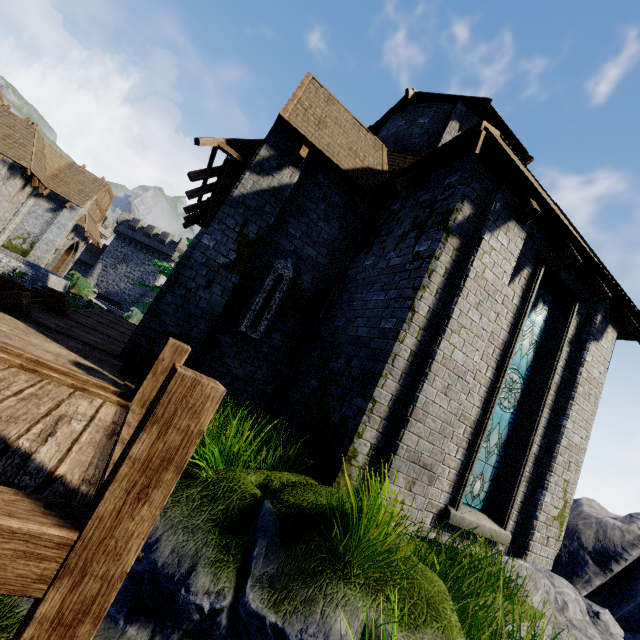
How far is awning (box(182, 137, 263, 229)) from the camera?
6.6m

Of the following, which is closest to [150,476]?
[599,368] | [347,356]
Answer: [347,356]

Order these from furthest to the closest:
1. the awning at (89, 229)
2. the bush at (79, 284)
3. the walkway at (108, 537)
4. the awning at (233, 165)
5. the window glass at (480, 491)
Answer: the awning at (89, 229) < the bush at (79, 284) < the awning at (233, 165) < the window glass at (480, 491) < the walkway at (108, 537)

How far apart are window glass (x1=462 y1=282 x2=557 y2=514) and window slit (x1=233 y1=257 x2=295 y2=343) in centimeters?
452cm

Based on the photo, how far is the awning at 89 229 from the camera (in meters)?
25.22

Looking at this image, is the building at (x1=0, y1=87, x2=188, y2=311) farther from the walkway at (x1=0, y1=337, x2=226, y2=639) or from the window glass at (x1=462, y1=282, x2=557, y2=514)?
the window glass at (x1=462, y1=282, x2=557, y2=514)

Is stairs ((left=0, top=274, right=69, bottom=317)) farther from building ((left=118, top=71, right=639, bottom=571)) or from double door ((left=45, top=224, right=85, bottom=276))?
double door ((left=45, top=224, right=85, bottom=276))

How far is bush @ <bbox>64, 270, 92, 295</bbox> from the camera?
22.28m
